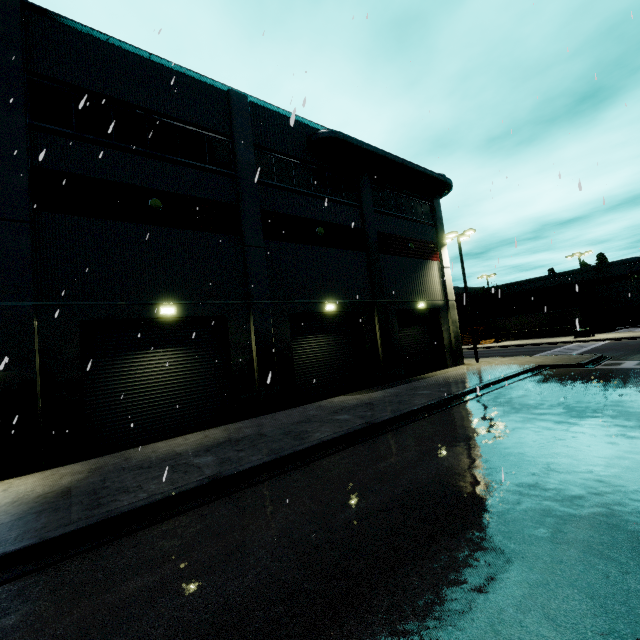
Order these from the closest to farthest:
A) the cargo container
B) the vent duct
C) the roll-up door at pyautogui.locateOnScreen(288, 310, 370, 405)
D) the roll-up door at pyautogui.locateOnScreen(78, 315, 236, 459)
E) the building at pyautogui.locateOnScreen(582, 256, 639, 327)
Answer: the roll-up door at pyautogui.locateOnScreen(78, 315, 236, 459)
the roll-up door at pyautogui.locateOnScreen(288, 310, 370, 405)
the vent duct
the cargo container
the building at pyautogui.locateOnScreen(582, 256, 639, 327)

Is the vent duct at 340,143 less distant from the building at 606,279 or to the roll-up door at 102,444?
the building at 606,279

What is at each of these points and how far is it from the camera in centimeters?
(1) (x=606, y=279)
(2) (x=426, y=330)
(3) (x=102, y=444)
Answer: (1) building, 5403cm
(2) roll-up door, 2256cm
(3) roll-up door, 1061cm

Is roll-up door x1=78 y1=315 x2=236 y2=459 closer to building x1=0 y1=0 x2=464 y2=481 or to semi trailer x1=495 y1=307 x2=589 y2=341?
building x1=0 y1=0 x2=464 y2=481

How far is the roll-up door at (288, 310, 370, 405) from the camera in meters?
15.8

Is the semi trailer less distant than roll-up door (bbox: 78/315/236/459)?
No

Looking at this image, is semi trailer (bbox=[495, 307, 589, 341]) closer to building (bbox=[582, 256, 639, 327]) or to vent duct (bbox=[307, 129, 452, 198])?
building (bbox=[582, 256, 639, 327])

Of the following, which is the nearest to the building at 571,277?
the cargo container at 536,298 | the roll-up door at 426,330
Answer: the roll-up door at 426,330
